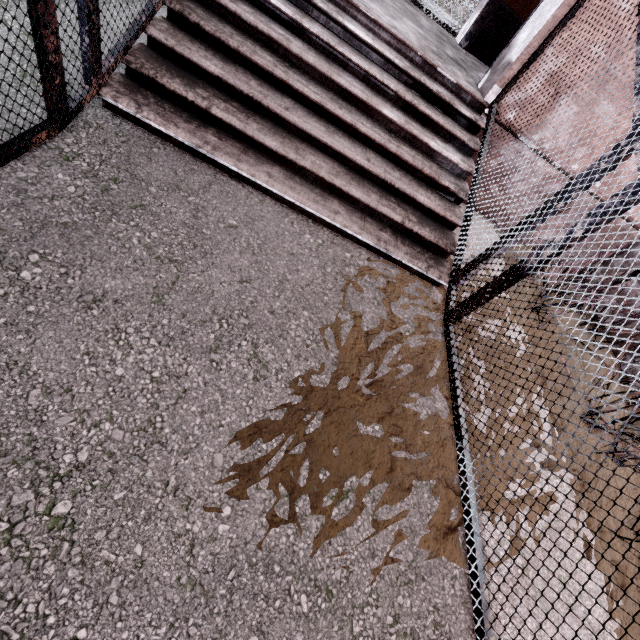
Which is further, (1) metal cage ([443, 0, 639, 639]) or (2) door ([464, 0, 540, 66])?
(2) door ([464, 0, 540, 66])

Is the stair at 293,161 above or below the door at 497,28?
below

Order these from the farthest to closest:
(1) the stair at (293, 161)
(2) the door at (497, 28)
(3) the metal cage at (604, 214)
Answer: (2) the door at (497, 28) → (1) the stair at (293, 161) → (3) the metal cage at (604, 214)

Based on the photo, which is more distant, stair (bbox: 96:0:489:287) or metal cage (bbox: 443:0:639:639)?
stair (bbox: 96:0:489:287)

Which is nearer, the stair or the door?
the stair

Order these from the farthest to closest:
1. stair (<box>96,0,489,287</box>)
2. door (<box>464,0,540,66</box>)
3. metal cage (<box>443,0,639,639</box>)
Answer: door (<box>464,0,540,66</box>)
stair (<box>96,0,489,287</box>)
metal cage (<box>443,0,639,639</box>)

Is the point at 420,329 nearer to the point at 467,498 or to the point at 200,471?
the point at 467,498
